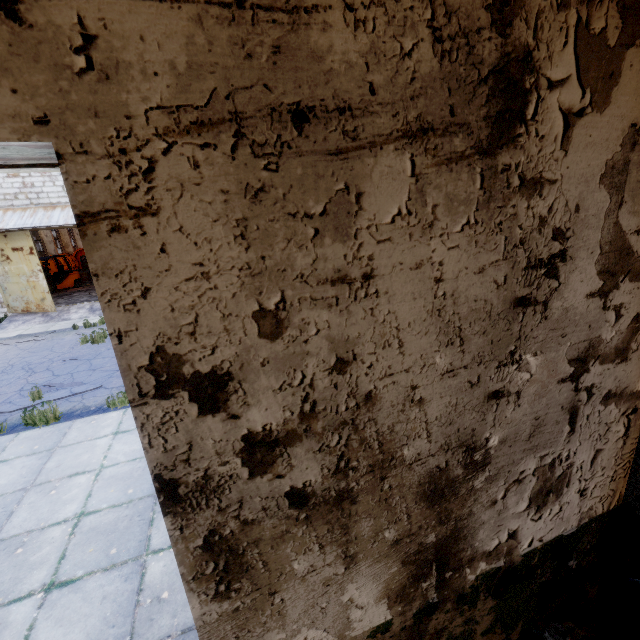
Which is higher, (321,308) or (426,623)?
(321,308)

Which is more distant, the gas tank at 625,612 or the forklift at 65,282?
the forklift at 65,282

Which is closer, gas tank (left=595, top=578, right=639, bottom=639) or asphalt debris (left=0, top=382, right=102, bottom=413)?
gas tank (left=595, top=578, right=639, bottom=639)

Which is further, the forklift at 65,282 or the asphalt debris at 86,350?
the forklift at 65,282

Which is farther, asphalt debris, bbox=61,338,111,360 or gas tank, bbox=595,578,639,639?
asphalt debris, bbox=61,338,111,360

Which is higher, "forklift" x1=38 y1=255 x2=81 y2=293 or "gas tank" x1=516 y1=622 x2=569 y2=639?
"gas tank" x1=516 y1=622 x2=569 y2=639

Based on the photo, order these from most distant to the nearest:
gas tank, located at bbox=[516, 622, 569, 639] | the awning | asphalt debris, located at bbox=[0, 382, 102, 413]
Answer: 1. the awning
2. asphalt debris, located at bbox=[0, 382, 102, 413]
3. gas tank, located at bbox=[516, 622, 569, 639]

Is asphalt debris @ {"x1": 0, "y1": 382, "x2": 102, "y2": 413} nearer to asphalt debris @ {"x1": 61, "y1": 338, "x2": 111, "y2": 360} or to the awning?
asphalt debris @ {"x1": 61, "y1": 338, "x2": 111, "y2": 360}
